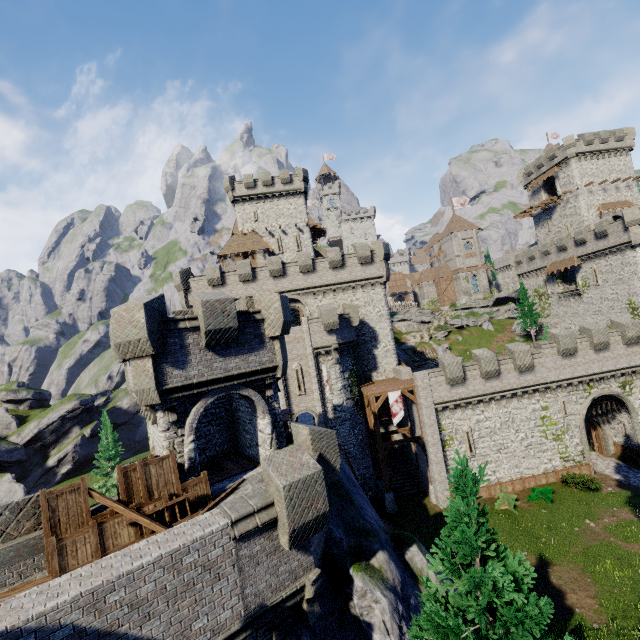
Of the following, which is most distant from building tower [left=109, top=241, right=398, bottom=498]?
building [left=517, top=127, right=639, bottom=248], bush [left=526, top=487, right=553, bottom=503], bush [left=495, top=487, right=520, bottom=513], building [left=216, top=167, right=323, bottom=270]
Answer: building [left=517, top=127, right=639, bottom=248]

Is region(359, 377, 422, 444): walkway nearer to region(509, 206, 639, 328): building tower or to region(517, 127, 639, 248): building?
region(509, 206, 639, 328): building tower

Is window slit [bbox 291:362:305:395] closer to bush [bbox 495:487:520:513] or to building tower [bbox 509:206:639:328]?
bush [bbox 495:487:520:513]

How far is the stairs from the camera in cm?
2895

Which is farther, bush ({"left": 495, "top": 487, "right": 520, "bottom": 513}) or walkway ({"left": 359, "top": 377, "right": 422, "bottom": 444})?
walkway ({"left": 359, "top": 377, "right": 422, "bottom": 444})

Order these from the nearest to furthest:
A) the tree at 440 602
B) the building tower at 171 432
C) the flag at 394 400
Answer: the tree at 440 602
the building tower at 171 432
the flag at 394 400

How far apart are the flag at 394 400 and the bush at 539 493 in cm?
1096

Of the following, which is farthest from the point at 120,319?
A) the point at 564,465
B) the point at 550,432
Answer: the point at 564,465
